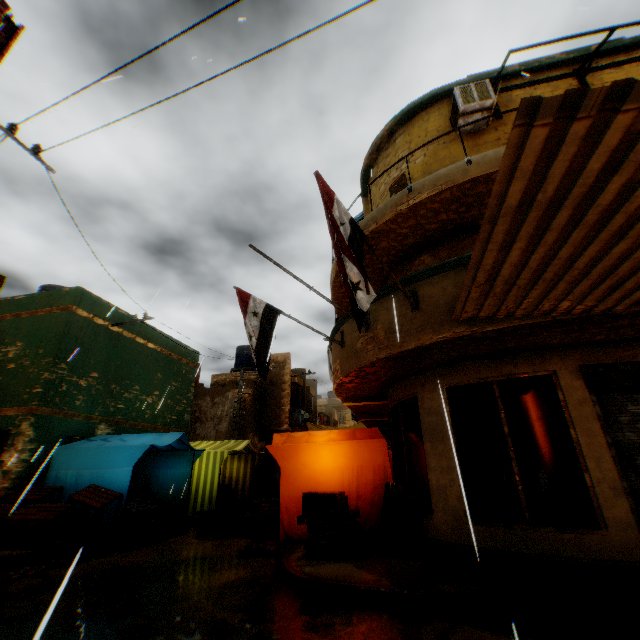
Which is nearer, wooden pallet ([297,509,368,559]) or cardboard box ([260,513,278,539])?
wooden pallet ([297,509,368,559])

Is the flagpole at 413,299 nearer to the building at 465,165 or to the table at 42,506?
the building at 465,165

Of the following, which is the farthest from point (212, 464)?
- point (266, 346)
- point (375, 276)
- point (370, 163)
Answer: point (370, 163)

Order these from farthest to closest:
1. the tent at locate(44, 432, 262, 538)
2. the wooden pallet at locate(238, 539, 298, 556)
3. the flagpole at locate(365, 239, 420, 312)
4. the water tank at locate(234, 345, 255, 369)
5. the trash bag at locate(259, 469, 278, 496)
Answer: the water tank at locate(234, 345, 255, 369) → the trash bag at locate(259, 469, 278, 496) → the tent at locate(44, 432, 262, 538) → the wooden pallet at locate(238, 539, 298, 556) → the flagpole at locate(365, 239, 420, 312)

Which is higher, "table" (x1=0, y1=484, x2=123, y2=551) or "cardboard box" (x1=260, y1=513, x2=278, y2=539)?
"table" (x1=0, y1=484, x2=123, y2=551)

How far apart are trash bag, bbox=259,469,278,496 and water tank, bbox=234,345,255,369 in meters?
7.1

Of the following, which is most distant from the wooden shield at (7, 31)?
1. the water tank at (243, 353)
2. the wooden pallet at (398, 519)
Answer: the water tank at (243, 353)

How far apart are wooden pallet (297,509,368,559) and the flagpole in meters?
3.0 m
